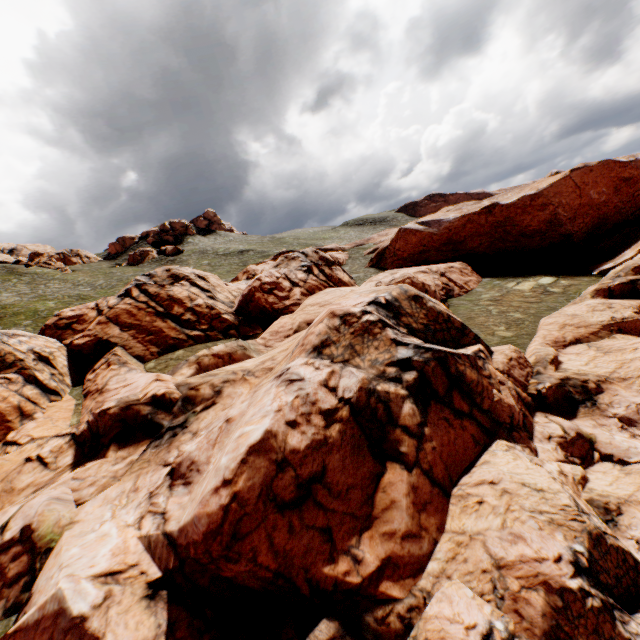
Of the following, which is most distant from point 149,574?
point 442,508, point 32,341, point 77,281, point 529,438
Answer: point 77,281
